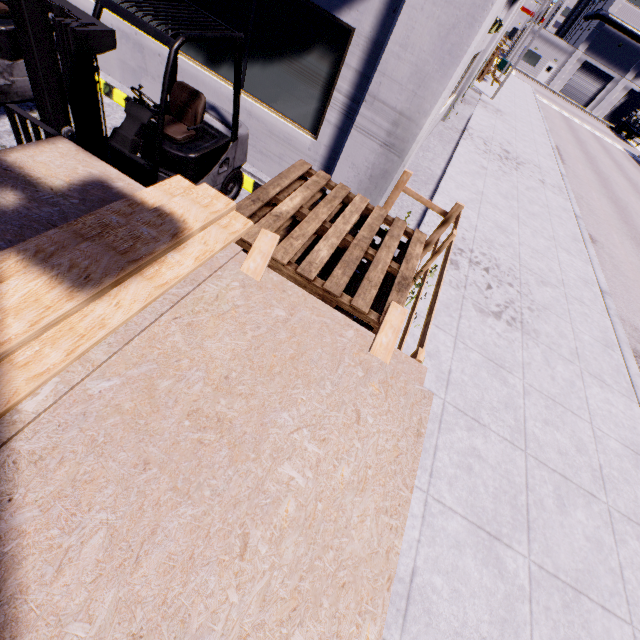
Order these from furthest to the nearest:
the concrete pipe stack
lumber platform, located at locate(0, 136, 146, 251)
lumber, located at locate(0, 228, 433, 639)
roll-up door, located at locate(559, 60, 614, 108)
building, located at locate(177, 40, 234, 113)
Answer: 1. roll-up door, located at locate(559, 60, 614, 108)
2. the concrete pipe stack
3. building, located at locate(177, 40, 234, 113)
4. lumber platform, located at locate(0, 136, 146, 251)
5. lumber, located at locate(0, 228, 433, 639)

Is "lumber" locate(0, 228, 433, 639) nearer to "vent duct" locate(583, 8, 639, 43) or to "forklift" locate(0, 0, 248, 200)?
"forklift" locate(0, 0, 248, 200)

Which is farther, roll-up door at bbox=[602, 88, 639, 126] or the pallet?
roll-up door at bbox=[602, 88, 639, 126]

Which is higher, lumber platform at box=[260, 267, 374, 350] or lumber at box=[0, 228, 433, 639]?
lumber at box=[0, 228, 433, 639]

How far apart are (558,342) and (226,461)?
6.9m

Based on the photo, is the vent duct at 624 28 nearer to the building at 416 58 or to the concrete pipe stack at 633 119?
the building at 416 58

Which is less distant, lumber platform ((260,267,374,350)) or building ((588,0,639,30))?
lumber platform ((260,267,374,350))

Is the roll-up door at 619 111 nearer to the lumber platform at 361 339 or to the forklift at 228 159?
the forklift at 228 159
